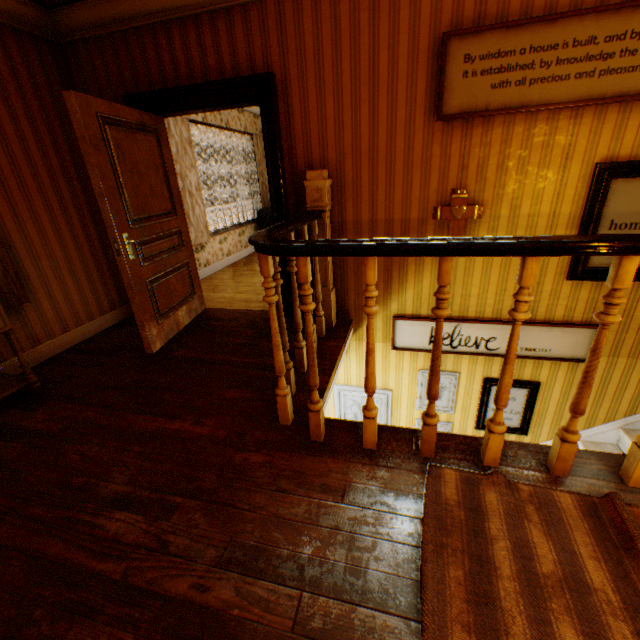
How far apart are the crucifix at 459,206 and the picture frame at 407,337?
0.7 meters

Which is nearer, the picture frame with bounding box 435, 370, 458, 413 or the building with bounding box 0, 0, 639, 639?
the building with bounding box 0, 0, 639, 639

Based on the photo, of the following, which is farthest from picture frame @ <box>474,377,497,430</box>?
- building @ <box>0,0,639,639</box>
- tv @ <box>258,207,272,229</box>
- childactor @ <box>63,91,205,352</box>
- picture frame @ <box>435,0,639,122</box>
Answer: tv @ <box>258,207,272,229</box>

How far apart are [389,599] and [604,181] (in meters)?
3.36

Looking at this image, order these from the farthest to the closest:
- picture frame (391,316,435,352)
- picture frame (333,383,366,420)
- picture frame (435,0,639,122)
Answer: picture frame (333,383,366,420), picture frame (391,316,435,352), picture frame (435,0,639,122)

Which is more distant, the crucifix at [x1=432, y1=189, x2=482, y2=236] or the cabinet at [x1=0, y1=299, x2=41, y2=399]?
the crucifix at [x1=432, y1=189, x2=482, y2=236]

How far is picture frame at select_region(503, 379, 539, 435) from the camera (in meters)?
3.57

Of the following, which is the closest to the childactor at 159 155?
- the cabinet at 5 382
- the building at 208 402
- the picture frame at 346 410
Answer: the building at 208 402
